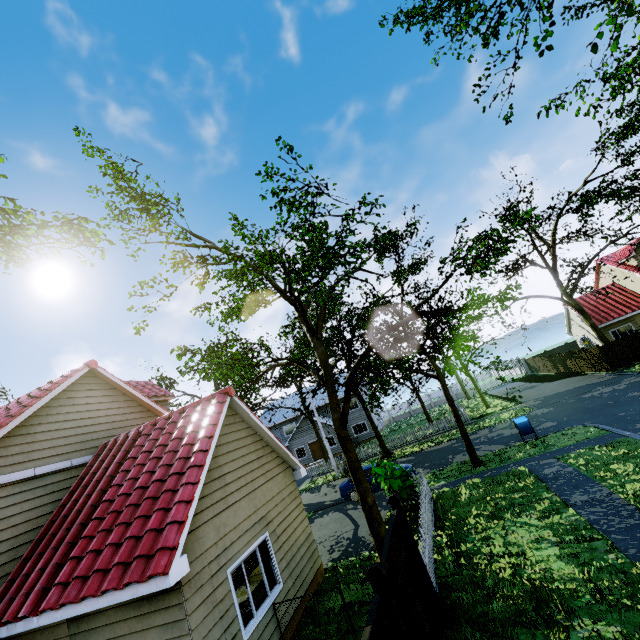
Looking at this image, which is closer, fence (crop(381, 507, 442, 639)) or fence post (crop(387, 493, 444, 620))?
fence (crop(381, 507, 442, 639))

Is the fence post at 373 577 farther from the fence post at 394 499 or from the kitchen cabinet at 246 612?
the kitchen cabinet at 246 612

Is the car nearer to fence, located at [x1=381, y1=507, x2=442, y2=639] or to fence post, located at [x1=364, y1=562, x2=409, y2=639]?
fence, located at [x1=381, y1=507, x2=442, y2=639]

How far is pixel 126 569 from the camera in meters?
6.2 m

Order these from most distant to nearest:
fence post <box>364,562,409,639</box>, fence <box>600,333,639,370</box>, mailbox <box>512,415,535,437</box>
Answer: fence <box>600,333,639,370</box> → mailbox <box>512,415,535,437</box> → fence post <box>364,562,409,639</box>

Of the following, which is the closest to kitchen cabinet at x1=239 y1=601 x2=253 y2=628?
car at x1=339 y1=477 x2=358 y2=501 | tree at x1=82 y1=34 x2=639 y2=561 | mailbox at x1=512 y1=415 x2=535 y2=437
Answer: tree at x1=82 y1=34 x2=639 y2=561

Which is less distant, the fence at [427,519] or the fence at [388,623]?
the fence at [388,623]

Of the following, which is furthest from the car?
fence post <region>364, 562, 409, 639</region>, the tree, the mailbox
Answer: fence post <region>364, 562, 409, 639</region>
